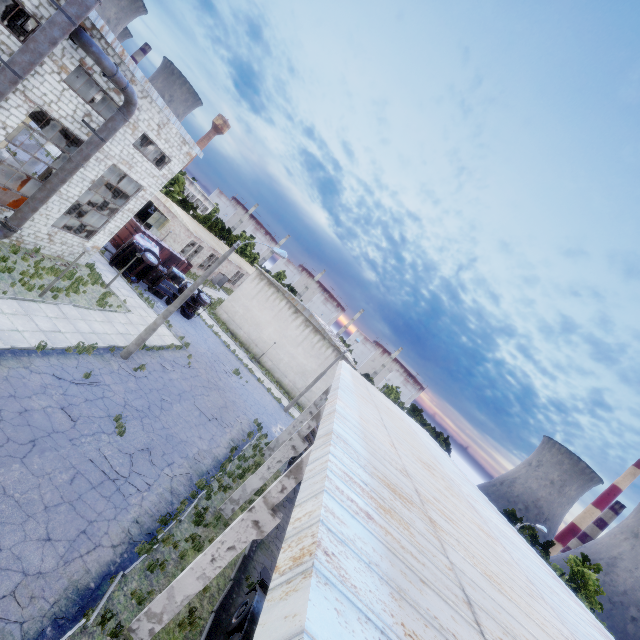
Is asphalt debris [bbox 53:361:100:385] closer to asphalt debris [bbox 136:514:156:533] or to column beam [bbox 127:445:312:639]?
asphalt debris [bbox 136:514:156:533]

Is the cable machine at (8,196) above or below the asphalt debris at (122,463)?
above

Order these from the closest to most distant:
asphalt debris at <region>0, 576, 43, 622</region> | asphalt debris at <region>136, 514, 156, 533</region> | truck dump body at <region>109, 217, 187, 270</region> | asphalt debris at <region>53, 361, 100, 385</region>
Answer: asphalt debris at <region>0, 576, 43, 622</region>
asphalt debris at <region>136, 514, 156, 533</region>
asphalt debris at <region>53, 361, 100, 385</region>
truck dump body at <region>109, 217, 187, 270</region>

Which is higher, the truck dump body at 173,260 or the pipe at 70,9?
the pipe at 70,9

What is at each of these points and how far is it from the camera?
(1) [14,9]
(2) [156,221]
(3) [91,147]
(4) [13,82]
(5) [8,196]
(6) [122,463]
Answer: (1) column beam, 23.52m
(2) door, 40.28m
(3) pipe, 15.53m
(4) pipe, 11.72m
(5) cable machine, 18.14m
(6) asphalt debris, 12.08m

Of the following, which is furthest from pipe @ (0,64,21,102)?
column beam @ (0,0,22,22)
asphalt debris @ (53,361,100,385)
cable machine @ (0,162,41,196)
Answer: column beam @ (0,0,22,22)

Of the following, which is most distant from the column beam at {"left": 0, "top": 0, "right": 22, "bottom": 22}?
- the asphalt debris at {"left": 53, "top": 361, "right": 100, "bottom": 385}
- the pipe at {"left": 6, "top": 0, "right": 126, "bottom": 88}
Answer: the asphalt debris at {"left": 53, "top": 361, "right": 100, "bottom": 385}

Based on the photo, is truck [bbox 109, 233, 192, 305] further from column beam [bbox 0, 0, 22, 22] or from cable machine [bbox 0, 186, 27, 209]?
column beam [bbox 0, 0, 22, 22]
